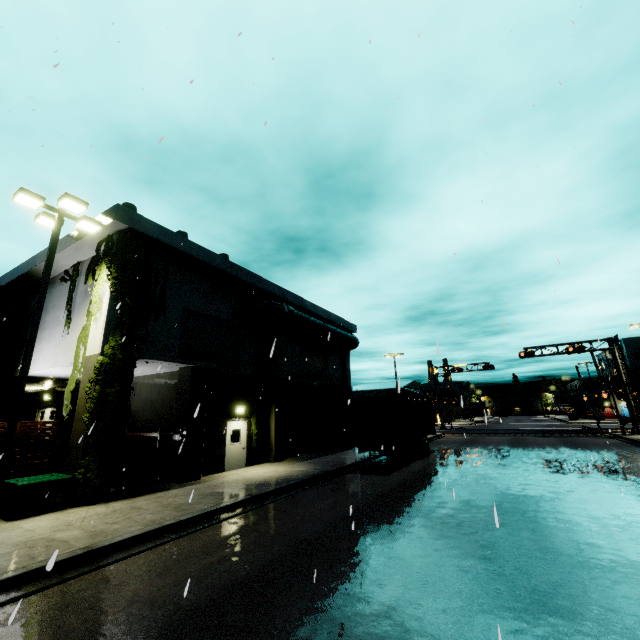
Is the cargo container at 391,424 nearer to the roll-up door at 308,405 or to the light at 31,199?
the roll-up door at 308,405

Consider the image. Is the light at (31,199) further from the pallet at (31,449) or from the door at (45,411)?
the door at (45,411)

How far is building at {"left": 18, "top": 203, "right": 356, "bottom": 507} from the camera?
12.89m

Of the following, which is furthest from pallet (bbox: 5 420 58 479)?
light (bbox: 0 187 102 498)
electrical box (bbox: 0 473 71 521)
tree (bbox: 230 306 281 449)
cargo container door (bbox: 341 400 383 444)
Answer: cargo container door (bbox: 341 400 383 444)

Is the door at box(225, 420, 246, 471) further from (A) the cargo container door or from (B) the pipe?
(B) the pipe

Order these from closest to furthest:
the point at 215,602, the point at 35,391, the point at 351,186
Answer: the point at 215,602 < the point at 351,186 < the point at 35,391

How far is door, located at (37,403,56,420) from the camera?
22.06m

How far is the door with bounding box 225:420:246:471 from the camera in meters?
16.3 m
